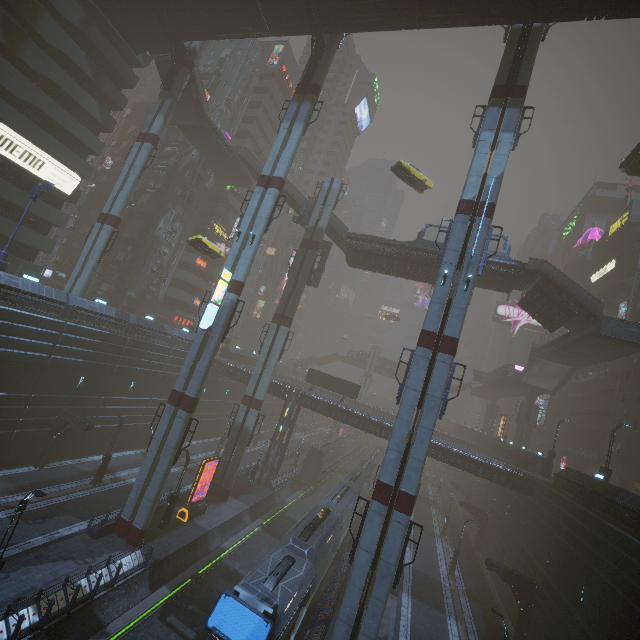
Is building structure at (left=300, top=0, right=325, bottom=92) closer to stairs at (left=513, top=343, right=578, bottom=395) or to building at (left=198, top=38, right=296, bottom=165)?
building at (left=198, top=38, right=296, bottom=165)

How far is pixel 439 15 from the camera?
22.8 meters

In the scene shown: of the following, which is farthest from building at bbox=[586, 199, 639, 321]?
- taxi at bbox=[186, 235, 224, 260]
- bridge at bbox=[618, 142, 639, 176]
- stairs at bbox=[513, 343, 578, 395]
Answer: taxi at bbox=[186, 235, 224, 260]

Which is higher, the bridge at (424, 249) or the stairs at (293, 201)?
the stairs at (293, 201)

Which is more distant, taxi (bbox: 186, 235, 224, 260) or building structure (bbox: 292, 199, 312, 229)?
building structure (bbox: 292, 199, 312, 229)

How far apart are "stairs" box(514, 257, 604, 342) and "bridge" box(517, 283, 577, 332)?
0.0 meters

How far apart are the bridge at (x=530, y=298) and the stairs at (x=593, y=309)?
0.0 meters

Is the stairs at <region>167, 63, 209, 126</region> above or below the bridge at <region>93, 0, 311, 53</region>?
below
